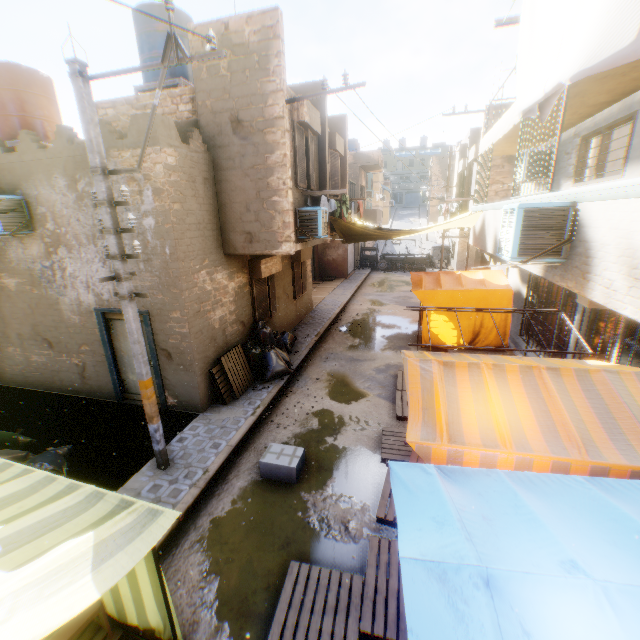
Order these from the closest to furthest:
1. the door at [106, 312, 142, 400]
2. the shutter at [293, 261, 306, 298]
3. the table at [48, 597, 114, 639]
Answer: the table at [48, 597, 114, 639] < the door at [106, 312, 142, 400] < the shutter at [293, 261, 306, 298]

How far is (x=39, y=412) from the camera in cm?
812

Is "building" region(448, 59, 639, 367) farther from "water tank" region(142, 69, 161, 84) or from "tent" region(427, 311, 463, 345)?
"water tank" region(142, 69, 161, 84)

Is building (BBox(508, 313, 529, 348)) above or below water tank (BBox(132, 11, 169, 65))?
below

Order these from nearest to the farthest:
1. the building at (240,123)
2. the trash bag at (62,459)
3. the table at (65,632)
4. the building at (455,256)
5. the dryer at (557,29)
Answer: the dryer at (557,29) → the table at (65,632) → the trash bag at (62,459) → the building at (240,123) → the building at (455,256)

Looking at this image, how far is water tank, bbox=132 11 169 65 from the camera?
8.6 meters

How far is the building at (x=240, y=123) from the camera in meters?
6.7 m
